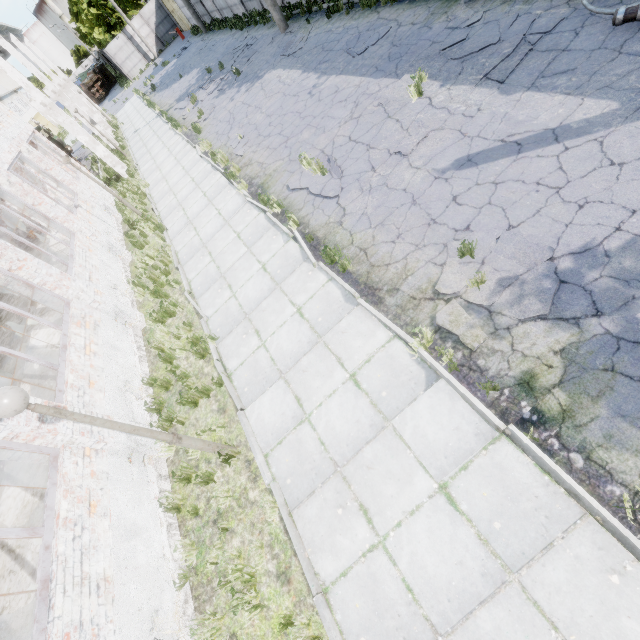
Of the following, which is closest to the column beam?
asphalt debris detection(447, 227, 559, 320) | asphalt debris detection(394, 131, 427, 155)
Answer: asphalt debris detection(394, 131, 427, 155)

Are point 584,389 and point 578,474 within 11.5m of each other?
yes

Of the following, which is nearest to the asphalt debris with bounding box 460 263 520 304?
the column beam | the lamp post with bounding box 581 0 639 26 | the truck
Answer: the lamp post with bounding box 581 0 639 26

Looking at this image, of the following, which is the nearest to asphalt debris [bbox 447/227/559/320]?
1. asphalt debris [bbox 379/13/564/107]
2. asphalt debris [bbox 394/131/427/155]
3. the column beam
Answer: asphalt debris [bbox 394/131/427/155]

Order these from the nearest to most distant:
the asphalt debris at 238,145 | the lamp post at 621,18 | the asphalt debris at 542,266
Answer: the asphalt debris at 542,266, the lamp post at 621,18, the asphalt debris at 238,145

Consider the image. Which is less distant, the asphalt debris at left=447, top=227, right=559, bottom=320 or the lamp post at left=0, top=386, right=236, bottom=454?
the lamp post at left=0, top=386, right=236, bottom=454

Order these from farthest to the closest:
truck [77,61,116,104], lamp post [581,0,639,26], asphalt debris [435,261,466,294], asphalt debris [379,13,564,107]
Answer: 1. truck [77,61,116,104]
2. asphalt debris [379,13,564,107]
3. lamp post [581,0,639,26]
4. asphalt debris [435,261,466,294]

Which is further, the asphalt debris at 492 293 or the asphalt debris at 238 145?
the asphalt debris at 238 145
